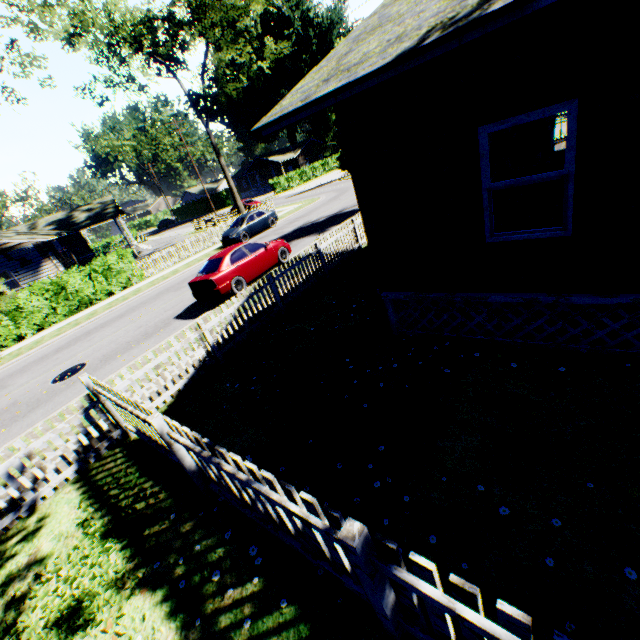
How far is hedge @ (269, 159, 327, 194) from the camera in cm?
5122

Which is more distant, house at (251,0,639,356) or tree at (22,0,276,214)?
tree at (22,0,276,214)

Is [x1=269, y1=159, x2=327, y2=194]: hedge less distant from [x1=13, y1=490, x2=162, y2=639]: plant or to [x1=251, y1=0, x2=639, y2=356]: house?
[x1=251, y1=0, x2=639, y2=356]: house

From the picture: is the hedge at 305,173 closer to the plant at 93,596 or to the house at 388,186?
the house at 388,186

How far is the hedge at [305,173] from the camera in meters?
51.2

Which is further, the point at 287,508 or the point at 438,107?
the point at 438,107

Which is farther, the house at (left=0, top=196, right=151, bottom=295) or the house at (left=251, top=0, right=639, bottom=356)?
the house at (left=0, top=196, right=151, bottom=295)

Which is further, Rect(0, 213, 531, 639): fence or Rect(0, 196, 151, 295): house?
Rect(0, 196, 151, 295): house
